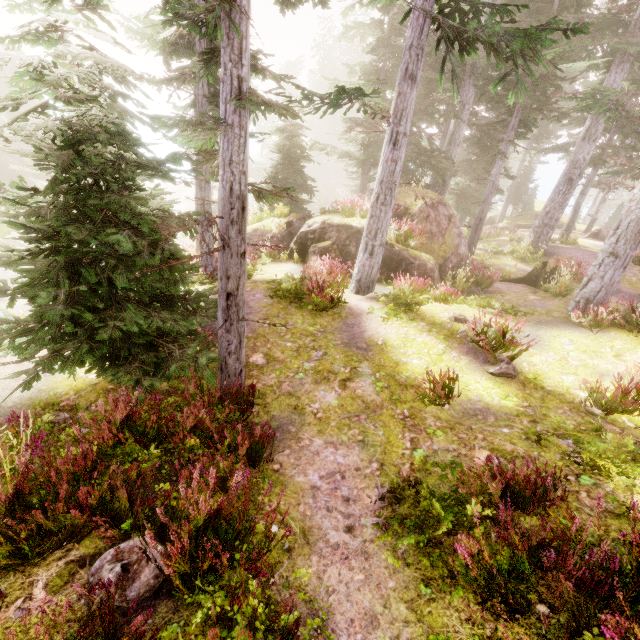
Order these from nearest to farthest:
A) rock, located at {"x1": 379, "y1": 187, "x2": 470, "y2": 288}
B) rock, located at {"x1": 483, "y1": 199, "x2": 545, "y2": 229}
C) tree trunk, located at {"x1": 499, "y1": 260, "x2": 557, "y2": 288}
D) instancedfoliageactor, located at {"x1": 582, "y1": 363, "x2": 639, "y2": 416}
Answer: instancedfoliageactor, located at {"x1": 582, "y1": 363, "x2": 639, "y2": 416}, rock, located at {"x1": 379, "y1": 187, "x2": 470, "y2": 288}, tree trunk, located at {"x1": 499, "y1": 260, "x2": 557, "y2": 288}, rock, located at {"x1": 483, "y1": 199, "x2": 545, "y2": 229}

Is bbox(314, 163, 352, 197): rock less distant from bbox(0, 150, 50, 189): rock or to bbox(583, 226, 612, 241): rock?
bbox(0, 150, 50, 189): rock

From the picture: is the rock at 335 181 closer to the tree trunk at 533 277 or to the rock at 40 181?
the rock at 40 181

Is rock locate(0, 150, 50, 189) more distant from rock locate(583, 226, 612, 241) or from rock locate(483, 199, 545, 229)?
rock locate(583, 226, 612, 241)

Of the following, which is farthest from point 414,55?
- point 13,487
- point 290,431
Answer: point 13,487

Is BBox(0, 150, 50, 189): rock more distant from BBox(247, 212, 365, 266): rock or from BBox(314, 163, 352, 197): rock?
BBox(314, 163, 352, 197): rock

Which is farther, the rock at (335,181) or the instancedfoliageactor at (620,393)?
the rock at (335,181)

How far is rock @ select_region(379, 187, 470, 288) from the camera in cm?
1275
